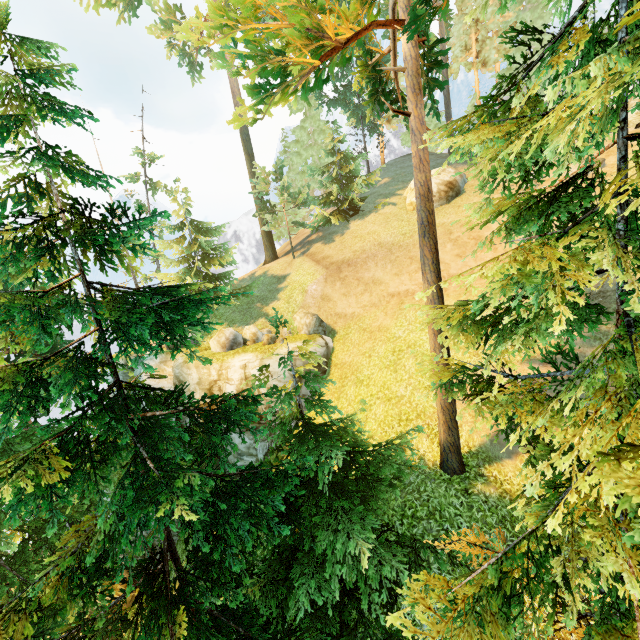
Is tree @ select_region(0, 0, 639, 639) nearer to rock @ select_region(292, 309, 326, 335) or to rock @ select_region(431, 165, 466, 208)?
rock @ select_region(431, 165, 466, 208)

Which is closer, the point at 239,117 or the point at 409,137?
the point at 239,117

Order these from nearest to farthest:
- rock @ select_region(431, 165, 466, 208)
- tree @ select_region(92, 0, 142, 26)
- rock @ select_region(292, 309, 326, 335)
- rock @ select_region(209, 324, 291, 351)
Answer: rock @ select_region(209, 324, 291, 351)
rock @ select_region(292, 309, 326, 335)
rock @ select_region(431, 165, 466, 208)
tree @ select_region(92, 0, 142, 26)

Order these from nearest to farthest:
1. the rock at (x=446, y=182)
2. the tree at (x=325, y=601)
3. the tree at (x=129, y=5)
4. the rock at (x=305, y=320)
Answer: the tree at (x=325, y=601) < the rock at (x=305, y=320) < the rock at (x=446, y=182) < the tree at (x=129, y=5)

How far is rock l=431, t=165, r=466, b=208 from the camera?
22.1m

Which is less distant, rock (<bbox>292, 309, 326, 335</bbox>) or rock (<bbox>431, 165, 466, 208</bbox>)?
rock (<bbox>292, 309, 326, 335</bbox>)

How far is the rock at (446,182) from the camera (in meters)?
22.11

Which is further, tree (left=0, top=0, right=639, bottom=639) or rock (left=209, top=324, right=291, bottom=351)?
rock (left=209, top=324, right=291, bottom=351)
